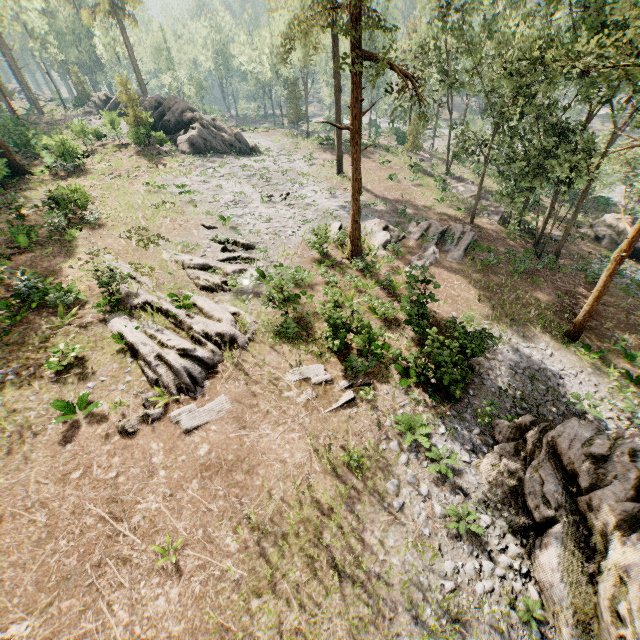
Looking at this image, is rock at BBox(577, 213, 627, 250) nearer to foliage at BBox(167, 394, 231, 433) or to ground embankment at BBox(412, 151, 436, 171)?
foliage at BBox(167, 394, 231, 433)

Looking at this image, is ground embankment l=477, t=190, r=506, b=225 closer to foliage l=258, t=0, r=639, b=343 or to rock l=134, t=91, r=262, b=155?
foliage l=258, t=0, r=639, b=343

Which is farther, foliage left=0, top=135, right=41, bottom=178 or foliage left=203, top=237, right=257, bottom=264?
foliage left=0, top=135, right=41, bottom=178

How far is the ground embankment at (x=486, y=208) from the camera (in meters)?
31.50

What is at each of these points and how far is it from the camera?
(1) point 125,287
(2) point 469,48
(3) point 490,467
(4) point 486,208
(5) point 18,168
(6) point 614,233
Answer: (1) foliage, 16.61m
(2) foliage, 21.92m
(3) rock, 12.14m
(4) ground embankment, 32.44m
(5) foliage, 28.75m
(6) rock, 30.78m

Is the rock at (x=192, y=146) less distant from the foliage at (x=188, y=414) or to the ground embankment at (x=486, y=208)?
the foliage at (x=188, y=414)
